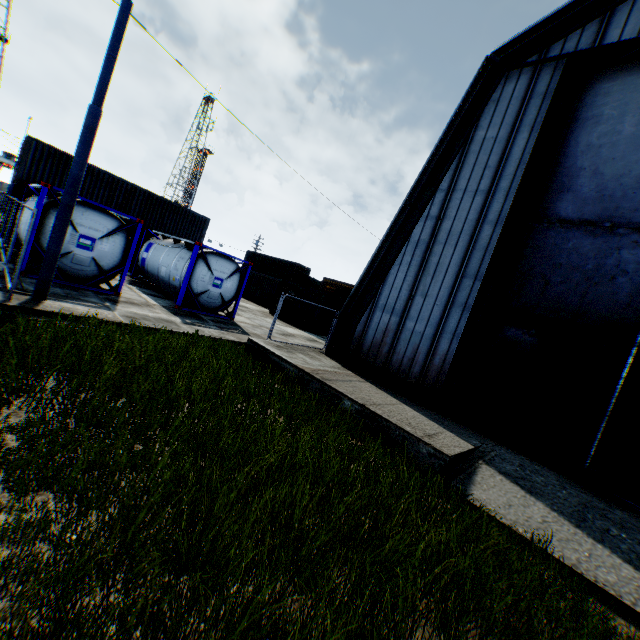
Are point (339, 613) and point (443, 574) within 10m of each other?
yes

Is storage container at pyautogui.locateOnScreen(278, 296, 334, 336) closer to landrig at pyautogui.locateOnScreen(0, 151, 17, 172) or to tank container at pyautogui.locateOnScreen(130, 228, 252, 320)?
tank container at pyautogui.locateOnScreen(130, 228, 252, 320)

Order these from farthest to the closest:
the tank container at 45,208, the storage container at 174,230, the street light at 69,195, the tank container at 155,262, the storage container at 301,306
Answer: the storage container at 301,306 → the storage container at 174,230 → the tank container at 155,262 → the tank container at 45,208 → the street light at 69,195

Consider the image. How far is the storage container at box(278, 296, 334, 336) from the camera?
22.8m

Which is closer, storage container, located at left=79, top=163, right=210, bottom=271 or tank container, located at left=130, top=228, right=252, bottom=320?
tank container, located at left=130, top=228, right=252, bottom=320

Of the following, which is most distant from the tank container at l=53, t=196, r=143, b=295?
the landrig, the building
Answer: the landrig

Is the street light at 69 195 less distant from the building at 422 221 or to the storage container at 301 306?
the building at 422 221

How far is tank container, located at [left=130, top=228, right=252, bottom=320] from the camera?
14.2m
